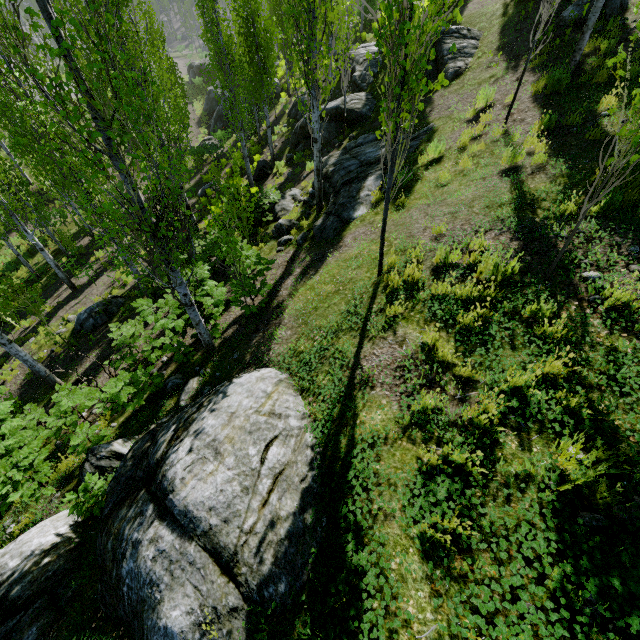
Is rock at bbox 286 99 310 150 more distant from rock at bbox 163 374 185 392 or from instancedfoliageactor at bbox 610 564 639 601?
rock at bbox 163 374 185 392

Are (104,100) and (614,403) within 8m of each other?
no

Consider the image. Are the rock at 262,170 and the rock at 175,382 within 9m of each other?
no

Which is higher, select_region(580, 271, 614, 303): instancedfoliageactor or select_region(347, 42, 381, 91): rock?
select_region(580, 271, 614, 303): instancedfoliageactor

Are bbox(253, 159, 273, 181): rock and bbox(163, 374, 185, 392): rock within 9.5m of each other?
no

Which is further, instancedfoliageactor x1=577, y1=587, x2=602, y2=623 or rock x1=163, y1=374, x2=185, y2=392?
rock x1=163, y1=374, x2=185, y2=392

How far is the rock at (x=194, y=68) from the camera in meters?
43.3 m

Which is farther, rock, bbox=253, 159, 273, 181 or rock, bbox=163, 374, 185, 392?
rock, bbox=253, 159, 273, 181
